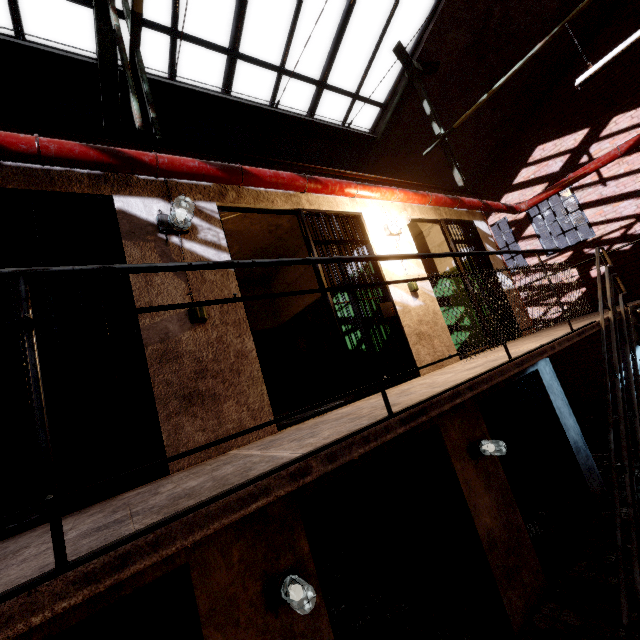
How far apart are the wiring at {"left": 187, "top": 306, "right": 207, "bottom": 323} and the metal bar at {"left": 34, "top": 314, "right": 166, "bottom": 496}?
0.4m

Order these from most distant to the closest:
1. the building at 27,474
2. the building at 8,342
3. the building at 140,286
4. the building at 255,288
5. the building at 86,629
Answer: the building at 255,288
the building at 8,342
the building at 86,629
the building at 27,474
the building at 140,286

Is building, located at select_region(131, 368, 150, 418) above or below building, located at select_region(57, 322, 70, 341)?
below

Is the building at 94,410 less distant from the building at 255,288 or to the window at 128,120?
the building at 255,288

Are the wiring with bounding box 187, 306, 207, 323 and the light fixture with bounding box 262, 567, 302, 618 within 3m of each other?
yes

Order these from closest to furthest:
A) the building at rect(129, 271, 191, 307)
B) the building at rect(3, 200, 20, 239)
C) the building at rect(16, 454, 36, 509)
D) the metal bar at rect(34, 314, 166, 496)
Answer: the metal bar at rect(34, 314, 166, 496)
the building at rect(129, 271, 191, 307)
the building at rect(3, 200, 20, 239)
the building at rect(16, 454, 36, 509)

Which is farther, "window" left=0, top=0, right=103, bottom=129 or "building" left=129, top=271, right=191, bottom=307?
"window" left=0, top=0, right=103, bottom=129

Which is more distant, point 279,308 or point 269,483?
point 279,308
